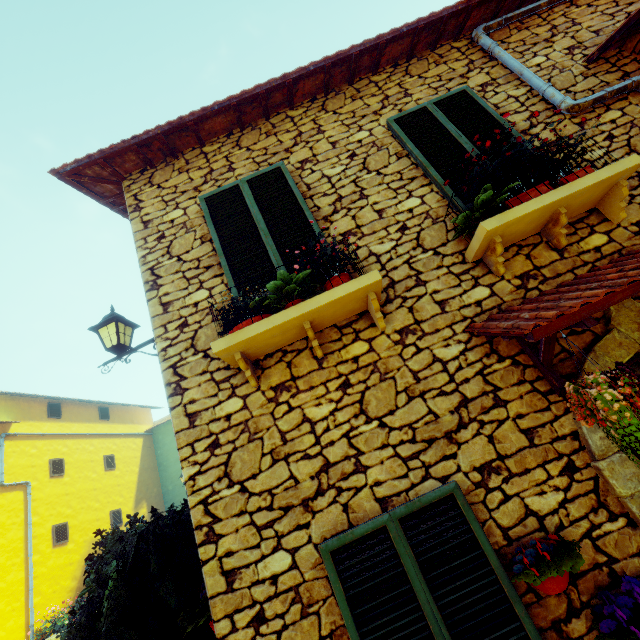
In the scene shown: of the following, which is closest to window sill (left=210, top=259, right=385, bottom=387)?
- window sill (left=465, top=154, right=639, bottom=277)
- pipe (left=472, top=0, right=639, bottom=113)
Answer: window sill (left=465, top=154, right=639, bottom=277)

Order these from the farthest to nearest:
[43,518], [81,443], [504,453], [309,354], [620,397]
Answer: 1. [81,443]
2. [43,518]
3. [309,354]
4. [504,453]
5. [620,397]

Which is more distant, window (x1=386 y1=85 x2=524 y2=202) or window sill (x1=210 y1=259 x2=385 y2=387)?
window (x1=386 y1=85 x2=524 y2=202)

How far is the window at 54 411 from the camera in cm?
1398

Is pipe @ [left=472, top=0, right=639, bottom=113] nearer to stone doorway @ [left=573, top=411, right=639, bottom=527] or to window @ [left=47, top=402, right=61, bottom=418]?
stone doorway @ [left=573, top=411, right=639, bottom=527]

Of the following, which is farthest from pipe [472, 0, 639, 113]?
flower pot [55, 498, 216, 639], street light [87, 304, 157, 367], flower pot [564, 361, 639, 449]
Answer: flower pot [55, 498, 216, 639]

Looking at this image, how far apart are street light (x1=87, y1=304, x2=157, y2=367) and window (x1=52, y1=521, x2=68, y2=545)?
13.4m

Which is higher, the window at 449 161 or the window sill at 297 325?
the window at 449 161
